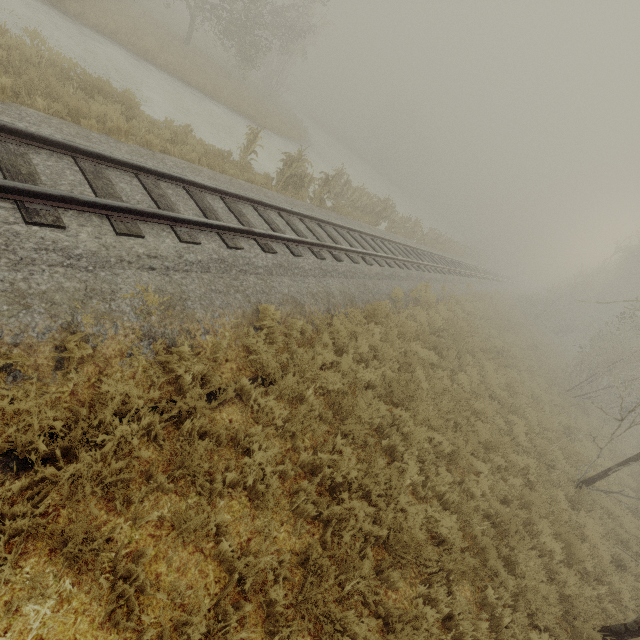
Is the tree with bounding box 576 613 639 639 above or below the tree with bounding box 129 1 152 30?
below

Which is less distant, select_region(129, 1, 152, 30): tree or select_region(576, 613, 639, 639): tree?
select_region(576, 613, 639, 639): tree

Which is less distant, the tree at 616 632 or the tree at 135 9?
the tree at 616 632

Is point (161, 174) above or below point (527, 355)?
above

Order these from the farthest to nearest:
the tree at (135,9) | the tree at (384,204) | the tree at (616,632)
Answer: the tree at (135,9)
the tree at (384,204)
the tree at (616,632)

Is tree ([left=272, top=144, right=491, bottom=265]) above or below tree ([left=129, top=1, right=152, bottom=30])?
below

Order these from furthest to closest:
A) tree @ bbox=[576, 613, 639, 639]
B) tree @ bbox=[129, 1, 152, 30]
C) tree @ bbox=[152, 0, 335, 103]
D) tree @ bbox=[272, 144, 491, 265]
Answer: tree @ bbox=[152, 0, 335, 103]
tree @ bbox=[129, 1, 152, 30]
tree @ bbox=[272, 144, 491, 265]
tree @ bbox=[576, 613, 639, 639]

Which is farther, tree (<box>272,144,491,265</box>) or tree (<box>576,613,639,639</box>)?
tree (<box>272,144,491,265</box>)
